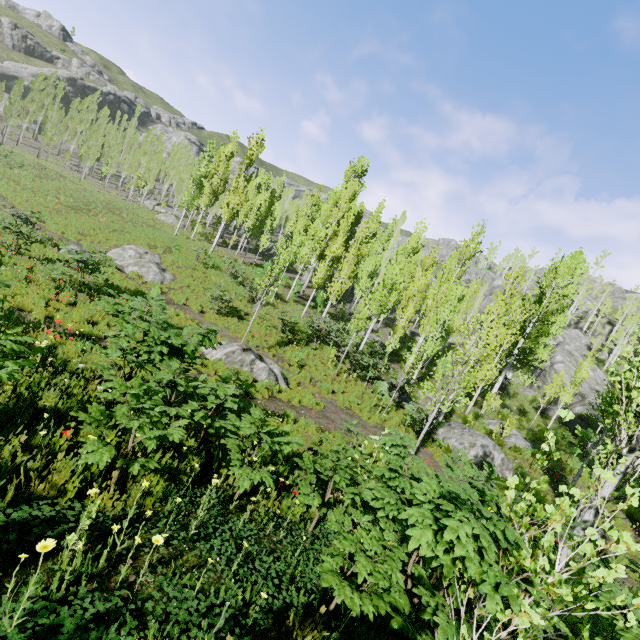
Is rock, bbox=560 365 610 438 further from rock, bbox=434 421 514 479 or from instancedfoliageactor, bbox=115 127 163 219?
rock, bbox=434 421 514 479

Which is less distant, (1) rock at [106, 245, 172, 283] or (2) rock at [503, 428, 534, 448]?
(2) rock at [503, 428, 534, 448]

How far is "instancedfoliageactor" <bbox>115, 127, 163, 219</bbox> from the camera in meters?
39.8 m

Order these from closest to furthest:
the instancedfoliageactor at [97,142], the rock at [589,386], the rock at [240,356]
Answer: the rock at [240,356]
the rock at [589,386]
the instancedfoliageactor at [97,142]

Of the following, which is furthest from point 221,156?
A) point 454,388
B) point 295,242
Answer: point 454,388

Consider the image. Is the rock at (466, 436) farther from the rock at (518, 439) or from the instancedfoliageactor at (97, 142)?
the rock at (518, 439)

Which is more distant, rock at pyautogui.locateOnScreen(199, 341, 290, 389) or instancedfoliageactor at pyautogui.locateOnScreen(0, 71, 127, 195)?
instancedfoliageactor at pyautogui.locateOnScreen(0, 71, 127, 195)

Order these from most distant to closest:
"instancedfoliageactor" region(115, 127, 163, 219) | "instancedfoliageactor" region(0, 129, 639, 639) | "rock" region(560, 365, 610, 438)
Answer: "instancedfoliageactor" region(115, 127, 163, 219) → "rock" region(560, 365, 610, 438) → "instancedfoliageactor" region(0, 129, 639, 639)
